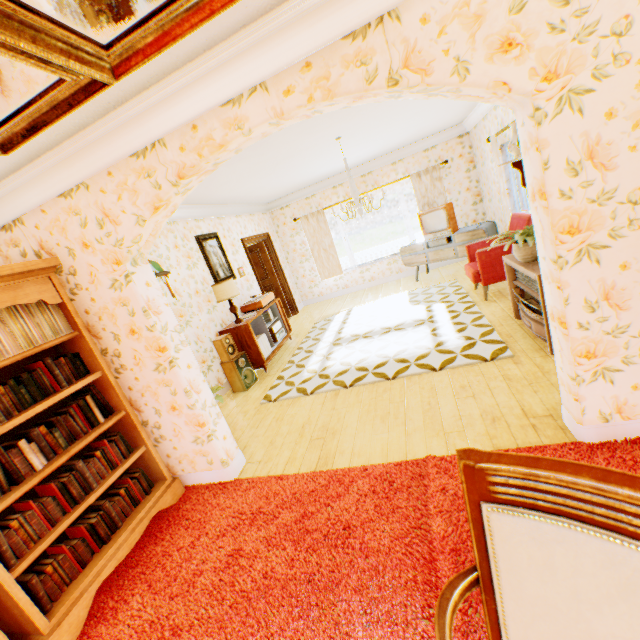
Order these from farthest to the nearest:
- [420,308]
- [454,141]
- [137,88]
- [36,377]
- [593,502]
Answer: [454,141], [420,308], [36,377], [137,88], [593,502]

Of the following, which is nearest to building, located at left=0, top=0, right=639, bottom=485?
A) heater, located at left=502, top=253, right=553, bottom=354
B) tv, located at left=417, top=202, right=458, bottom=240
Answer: heater, located at left=502, top=253, right=553, bottom=354

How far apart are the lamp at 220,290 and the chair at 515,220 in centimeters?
398cm

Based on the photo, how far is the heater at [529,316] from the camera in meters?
3.3

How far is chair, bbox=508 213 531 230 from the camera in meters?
4.9 m

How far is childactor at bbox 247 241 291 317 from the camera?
8.8m

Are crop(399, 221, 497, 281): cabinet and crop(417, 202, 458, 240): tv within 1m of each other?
yes

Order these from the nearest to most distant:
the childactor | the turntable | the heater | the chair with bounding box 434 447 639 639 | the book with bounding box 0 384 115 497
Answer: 1. the chair with bounding box 434 447 639 639
2. the book with bounding box 0 384 115 497
3. the heater
4. the turntable
5. the childactor
